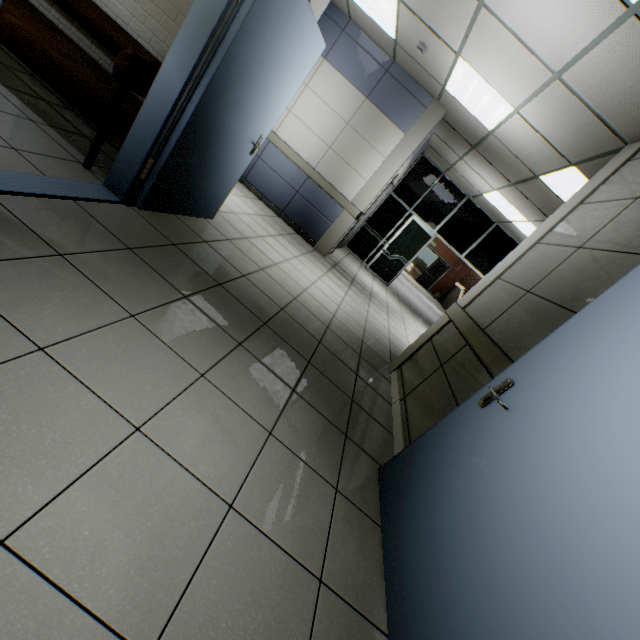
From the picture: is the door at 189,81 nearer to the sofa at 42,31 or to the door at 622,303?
the sofa at 42,31

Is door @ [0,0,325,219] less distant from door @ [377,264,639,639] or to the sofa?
the sofa

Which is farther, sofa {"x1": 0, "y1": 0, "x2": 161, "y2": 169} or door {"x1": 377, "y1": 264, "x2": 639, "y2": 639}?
sofa {"x1": 0, "y1": 0, "x2": 161, "y2": 169}

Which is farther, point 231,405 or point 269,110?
point 269,110

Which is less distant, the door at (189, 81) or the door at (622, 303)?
the door at (622, 303)

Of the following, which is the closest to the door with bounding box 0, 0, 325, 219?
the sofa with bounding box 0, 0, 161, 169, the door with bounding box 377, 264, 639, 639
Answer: the sofa with bounding box 0, 0, 161, 169

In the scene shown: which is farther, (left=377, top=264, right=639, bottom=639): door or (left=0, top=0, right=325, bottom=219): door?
(left=0, top=0, right=325, bottom=219): door
